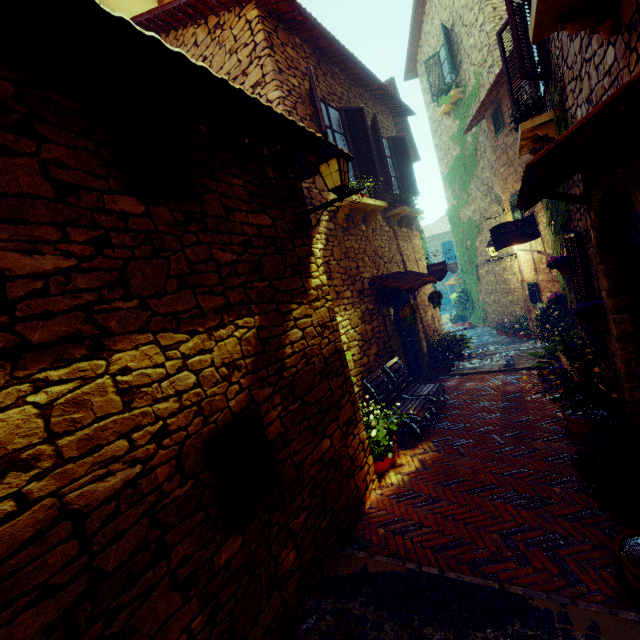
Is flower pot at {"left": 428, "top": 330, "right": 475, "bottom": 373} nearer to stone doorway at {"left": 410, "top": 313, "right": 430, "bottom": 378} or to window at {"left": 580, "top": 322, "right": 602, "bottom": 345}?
stone doorway at {"left": 410, "top": 313, "right": 430, "bottom": 378}

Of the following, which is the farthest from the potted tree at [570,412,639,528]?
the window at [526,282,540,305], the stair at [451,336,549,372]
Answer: the window at [526,282,540,305]

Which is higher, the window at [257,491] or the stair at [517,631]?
the window at [257,491]

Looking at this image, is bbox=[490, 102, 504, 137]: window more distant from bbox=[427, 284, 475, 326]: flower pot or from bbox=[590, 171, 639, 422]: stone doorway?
bbox=[427, 284, 475, 326]: flower pot

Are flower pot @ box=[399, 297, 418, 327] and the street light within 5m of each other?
yes

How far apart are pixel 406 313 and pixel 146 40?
5.5 meters

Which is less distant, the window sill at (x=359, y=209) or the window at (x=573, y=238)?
the window at (x=573, y=238)

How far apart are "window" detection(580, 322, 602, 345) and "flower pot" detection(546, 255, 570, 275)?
0.26m
